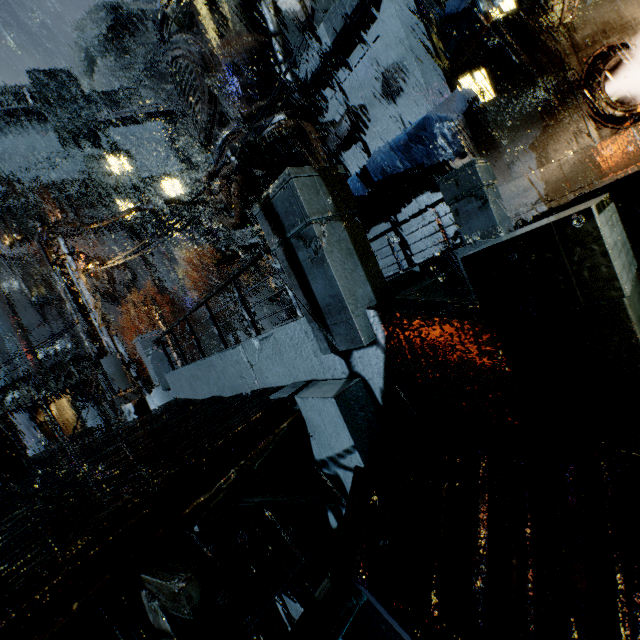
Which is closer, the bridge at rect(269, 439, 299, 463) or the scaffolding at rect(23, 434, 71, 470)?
the bridge at rect(269, 439, 299, 463)

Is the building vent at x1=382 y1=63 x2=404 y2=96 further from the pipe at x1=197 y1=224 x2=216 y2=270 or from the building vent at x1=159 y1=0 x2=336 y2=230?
the pipe at x1=197 y1=224 x2=216 y2=270

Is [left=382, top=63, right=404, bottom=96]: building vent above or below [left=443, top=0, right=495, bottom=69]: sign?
above

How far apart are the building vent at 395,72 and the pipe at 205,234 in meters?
50.5 m

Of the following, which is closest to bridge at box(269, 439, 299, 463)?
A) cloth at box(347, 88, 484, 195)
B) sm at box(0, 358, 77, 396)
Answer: cloth at box(347, 88, 484, 195)

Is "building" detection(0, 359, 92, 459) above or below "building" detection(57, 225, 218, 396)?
below

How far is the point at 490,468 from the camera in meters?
2.6

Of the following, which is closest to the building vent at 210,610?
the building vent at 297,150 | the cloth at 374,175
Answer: the building vent at 297,150
